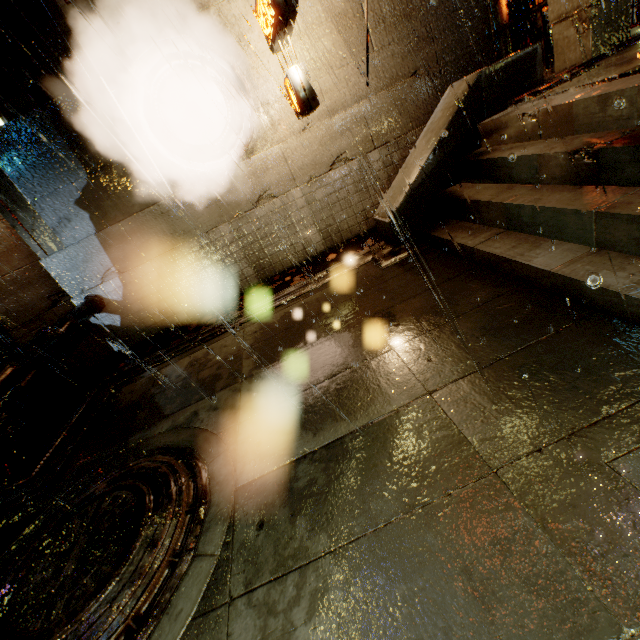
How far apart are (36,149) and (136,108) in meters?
2.4 m

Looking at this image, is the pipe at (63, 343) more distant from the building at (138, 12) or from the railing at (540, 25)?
the railing at (540, 25)

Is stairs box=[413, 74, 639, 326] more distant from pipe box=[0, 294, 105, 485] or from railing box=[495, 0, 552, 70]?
pipe box=[0, 294, 105, 485]

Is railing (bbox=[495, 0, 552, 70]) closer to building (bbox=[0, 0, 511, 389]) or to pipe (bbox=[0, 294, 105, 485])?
building (bbox=[0, 0, 511, 389])

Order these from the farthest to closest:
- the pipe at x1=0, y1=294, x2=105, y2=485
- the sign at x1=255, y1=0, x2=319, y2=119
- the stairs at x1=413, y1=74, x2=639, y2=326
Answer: the sign at x1=255, y1=0, x2=319, y2=119
the pipe at x1=0, y1=294, x2=105, y2=485
the stairs at x1=413, y1=74, x2=639, y2=326

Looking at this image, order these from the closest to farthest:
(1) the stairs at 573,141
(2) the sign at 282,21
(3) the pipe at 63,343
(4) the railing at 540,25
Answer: (1) the stairs at 573,141, (3) the pipe at 63,343, (2) the sign at 282,21, (4) the railing at 540,25

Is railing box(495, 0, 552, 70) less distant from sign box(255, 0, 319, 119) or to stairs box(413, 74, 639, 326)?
stairs box(413, 74, 639, 326)

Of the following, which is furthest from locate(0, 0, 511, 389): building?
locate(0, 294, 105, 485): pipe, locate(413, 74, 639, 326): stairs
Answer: locate(413, 74, 639, 326): stairs
